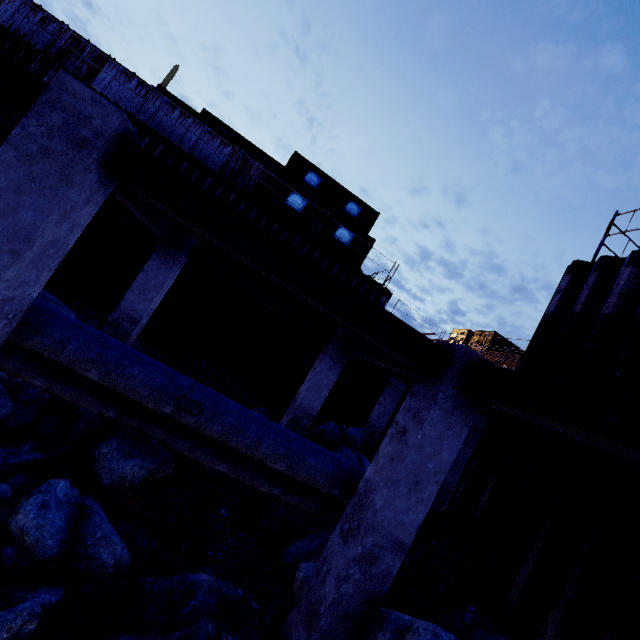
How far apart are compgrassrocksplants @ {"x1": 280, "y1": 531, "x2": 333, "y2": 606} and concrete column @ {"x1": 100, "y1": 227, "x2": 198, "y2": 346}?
5.4m

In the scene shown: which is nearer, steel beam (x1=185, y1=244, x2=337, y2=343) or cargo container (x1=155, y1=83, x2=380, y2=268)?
steel beam (x1=185, y1=244, x2=337, y2=343)

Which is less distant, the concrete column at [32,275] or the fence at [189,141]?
the concrete column at [32,275]

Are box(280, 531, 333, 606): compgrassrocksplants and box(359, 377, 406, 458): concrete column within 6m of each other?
no

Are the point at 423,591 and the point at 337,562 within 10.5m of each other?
yes

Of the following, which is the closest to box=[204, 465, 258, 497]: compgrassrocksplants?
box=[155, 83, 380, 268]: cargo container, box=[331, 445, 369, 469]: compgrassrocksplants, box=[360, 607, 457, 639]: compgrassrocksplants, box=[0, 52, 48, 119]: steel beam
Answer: box=[331, 445, 369, 469]: compgrassrocksplants

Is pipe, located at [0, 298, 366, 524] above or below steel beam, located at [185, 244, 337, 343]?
below

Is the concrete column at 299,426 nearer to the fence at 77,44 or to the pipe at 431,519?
the pipe at 431,519
